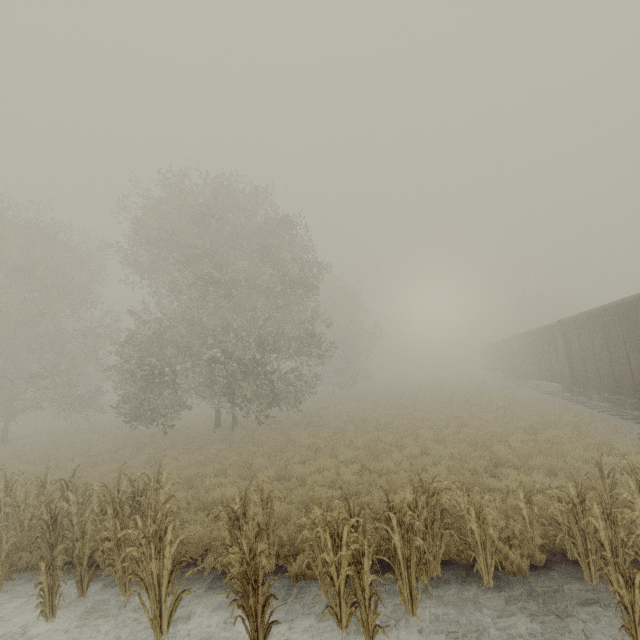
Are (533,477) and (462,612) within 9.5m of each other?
yes

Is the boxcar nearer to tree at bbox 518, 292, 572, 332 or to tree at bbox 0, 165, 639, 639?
tree at bbox 518, 292, 572, 332

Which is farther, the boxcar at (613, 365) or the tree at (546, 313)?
the tree at (546, 313)

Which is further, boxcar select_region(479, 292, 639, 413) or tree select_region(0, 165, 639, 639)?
boxcar select_region(479, 292, 639, 413)

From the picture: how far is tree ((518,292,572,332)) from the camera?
55.5m

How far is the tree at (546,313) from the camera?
55.5m

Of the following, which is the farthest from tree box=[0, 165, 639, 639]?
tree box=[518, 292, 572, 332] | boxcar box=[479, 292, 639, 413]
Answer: tree box=[518, 292, 572, 332]
